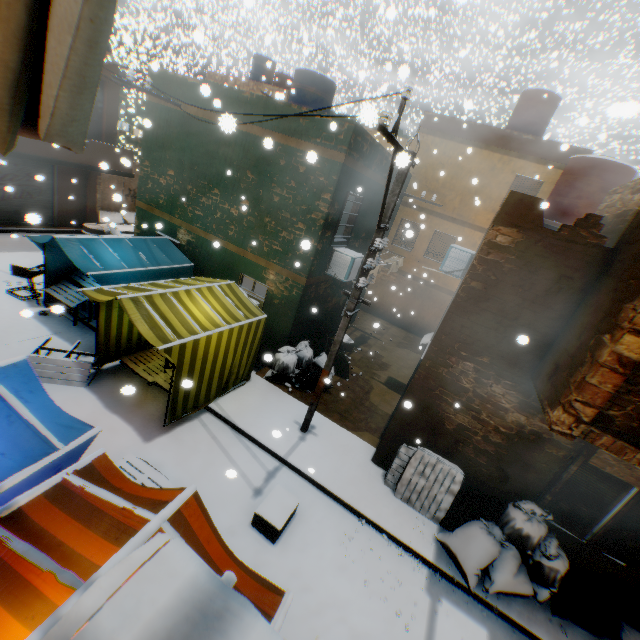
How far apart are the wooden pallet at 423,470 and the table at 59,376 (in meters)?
7.14

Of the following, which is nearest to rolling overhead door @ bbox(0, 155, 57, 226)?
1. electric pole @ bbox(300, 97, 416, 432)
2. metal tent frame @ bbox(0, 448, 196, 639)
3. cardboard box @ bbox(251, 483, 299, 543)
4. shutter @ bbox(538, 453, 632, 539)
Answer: electric pole @ bbox(300, 97, 416, 432)

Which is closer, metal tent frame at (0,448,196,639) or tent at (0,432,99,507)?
metal tent frame at (0,448,196,639)

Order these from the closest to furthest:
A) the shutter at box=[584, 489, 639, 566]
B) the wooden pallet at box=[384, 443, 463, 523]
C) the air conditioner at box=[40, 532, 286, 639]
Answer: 1. the air conditioner at box=[40, 532, 286, 639]
2. the shutter at box=[584, 489, 639, 566]
3. the wooden pallet at box=[384, 443, 463, 523]

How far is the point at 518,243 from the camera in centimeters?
550cm

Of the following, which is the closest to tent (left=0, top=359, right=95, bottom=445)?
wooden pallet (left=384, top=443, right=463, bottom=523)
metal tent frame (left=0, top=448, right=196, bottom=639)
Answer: metal tent frame (left=0, top=448, right=196, bottom=639)

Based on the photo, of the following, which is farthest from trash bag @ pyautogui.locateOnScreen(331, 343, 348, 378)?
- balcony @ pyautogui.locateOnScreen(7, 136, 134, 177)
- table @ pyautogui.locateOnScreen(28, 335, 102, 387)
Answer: table @ pyautogui.locateOnScreen(28, 335, 102, 387)

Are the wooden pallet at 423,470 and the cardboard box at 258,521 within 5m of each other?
yes
